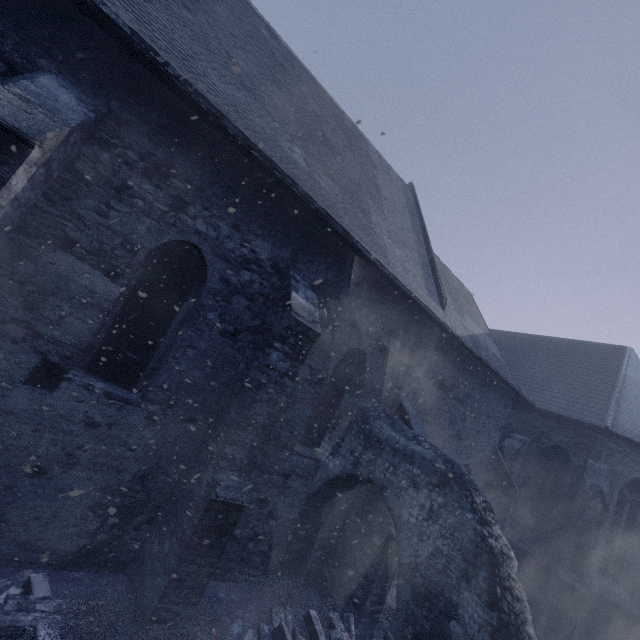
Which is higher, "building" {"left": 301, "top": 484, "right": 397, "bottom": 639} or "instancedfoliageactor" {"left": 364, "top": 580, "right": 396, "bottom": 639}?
"building" {"left": 301, "top": 484, "right": 397, "bottom": 639}

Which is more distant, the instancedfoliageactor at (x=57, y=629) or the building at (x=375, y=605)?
the building at (x=375, y=605)

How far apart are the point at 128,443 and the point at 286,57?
11.1m

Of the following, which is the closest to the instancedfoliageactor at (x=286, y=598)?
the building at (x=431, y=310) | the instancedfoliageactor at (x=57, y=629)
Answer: the building at (x=431, y=310)

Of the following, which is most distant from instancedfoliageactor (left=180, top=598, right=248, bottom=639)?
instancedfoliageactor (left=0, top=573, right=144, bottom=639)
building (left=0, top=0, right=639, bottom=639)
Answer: instancedfoliageactor (left=0, top=573, right=144, bottom=639)

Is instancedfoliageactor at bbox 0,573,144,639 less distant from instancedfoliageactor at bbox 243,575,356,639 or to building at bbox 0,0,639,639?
building at bbox 0,0,639,639
